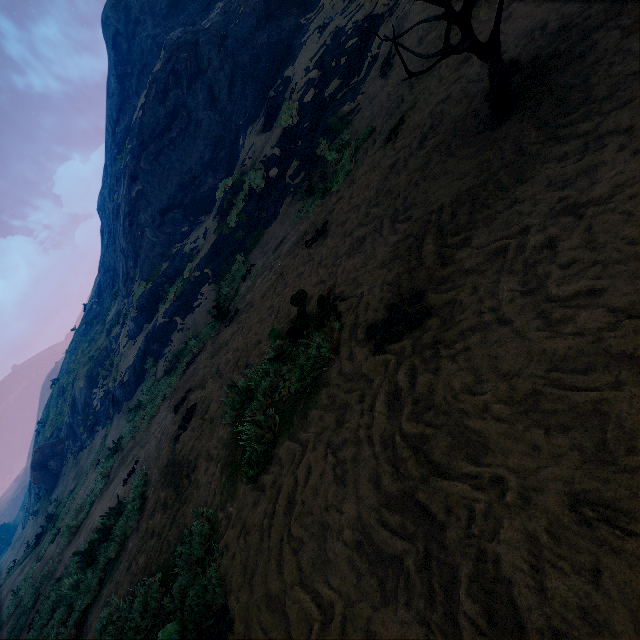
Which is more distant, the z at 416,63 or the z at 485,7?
the z at 416,63

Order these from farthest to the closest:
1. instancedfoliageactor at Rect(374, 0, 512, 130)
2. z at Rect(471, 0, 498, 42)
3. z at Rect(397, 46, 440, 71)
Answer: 1. z at Rect(397, 46, 440, 71)
2. z at Rect(471, 0, 498, 42)
3. instancedfoliageactor at Rect(374, 0, 512, 130)

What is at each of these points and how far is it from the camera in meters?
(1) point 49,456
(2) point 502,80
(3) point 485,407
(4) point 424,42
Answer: (1) instancedfoliageactor, 26.5 m
(2) instancedfoliageactor, 3.6 m
(3) z, 2.0 m
(4) z, 8.1 m

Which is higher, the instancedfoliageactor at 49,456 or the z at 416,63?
the instancedfoliageactor at 49,456

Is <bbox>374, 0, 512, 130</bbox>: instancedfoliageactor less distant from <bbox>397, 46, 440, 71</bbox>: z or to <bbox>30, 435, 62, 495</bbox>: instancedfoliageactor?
<bbox>397, 46, 440, 71</bbox>: z

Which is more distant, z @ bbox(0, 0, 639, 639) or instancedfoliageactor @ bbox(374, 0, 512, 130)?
instancedfoliageactor @ bbox(374, 0, 512, 130)

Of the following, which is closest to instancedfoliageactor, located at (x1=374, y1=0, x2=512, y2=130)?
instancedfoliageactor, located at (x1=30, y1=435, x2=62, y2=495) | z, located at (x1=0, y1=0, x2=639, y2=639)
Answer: z, located at (x1=0, y1=0, x2=639, y2=639)
